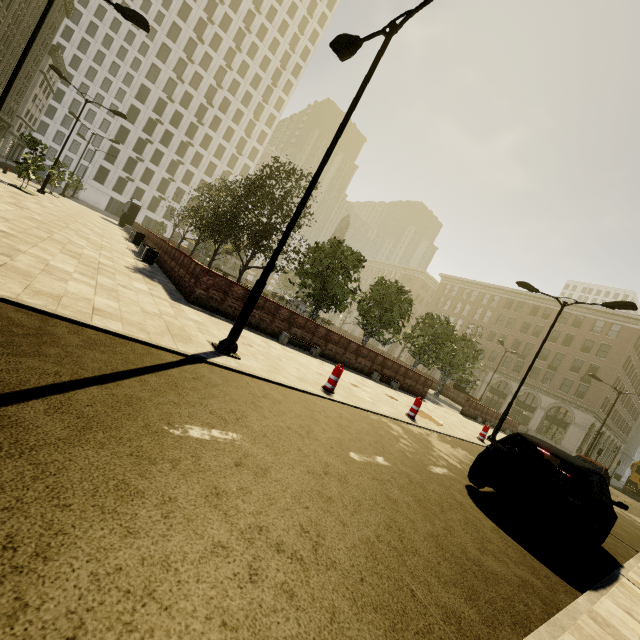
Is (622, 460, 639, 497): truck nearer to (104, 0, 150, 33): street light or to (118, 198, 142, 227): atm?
(104, 0, 150, 33): street light

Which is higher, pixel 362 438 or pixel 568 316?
pixel 568 316

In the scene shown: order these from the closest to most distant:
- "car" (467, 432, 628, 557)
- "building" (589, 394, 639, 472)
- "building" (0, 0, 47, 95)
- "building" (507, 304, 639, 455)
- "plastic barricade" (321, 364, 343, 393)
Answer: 1. "car" (467, 432, 628, 557)
2. "plastic barricade" (321, 364, 343, 393)
3. "building" (0, 0, 47, 95)
4. "building" (507, 304, 639, 455)
5. "building" (589, 394, 639, 472)

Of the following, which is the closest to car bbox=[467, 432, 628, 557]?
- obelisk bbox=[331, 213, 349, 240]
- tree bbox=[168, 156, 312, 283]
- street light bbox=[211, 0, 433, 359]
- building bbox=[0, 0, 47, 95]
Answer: street light bbox=[211, 0, 433, 359]

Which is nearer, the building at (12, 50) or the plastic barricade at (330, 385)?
the plastic barricade at (330, 385)

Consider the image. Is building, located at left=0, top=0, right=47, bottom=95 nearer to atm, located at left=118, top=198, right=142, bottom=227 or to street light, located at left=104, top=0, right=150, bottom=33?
street light, located at left=104, top=0, right=150, bottom=33

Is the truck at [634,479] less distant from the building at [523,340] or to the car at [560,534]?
the building at [523,340]

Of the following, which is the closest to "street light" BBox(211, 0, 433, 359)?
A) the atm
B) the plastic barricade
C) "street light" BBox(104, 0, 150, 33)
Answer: the plastic barricade
